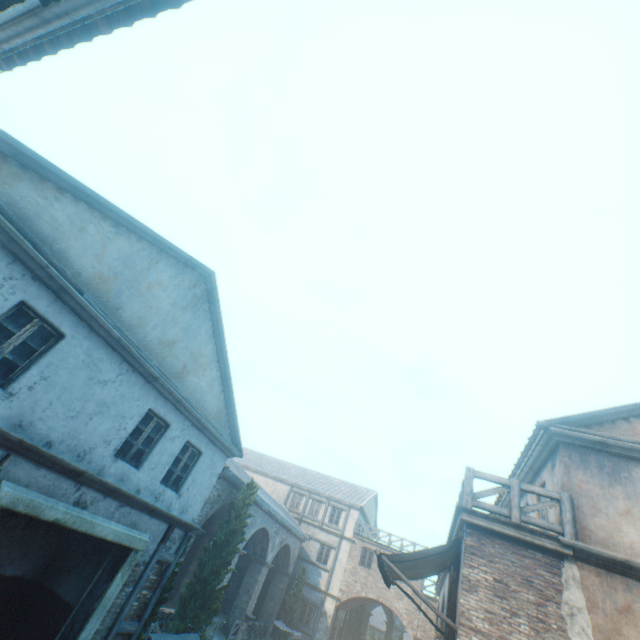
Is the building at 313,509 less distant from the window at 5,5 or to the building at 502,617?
the building at 502,617

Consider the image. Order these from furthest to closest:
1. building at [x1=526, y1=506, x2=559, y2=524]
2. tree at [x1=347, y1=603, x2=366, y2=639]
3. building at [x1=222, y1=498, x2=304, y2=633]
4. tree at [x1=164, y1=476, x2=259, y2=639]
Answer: tree at [x1=347, y1=603, x2=366, y2=639] → building at [x1=222, y1=498, x2=304, y2=633] → tree at [x1=164, y1=476, x2=259, y2=639] → building at [x1=526, y1=506, x2=559, y2=524]

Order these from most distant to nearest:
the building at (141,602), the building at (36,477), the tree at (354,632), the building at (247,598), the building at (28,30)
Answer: the tree at (354,632) → the building at (247,598) → the building at (141,602) → the building at (36,477) → the building at (28,30)

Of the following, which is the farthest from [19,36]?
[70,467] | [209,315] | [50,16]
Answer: [70,467]

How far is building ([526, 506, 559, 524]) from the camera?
7.7 meters

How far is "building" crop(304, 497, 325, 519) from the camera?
29.5 meters

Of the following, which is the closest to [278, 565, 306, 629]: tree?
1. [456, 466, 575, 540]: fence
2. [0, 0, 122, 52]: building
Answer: [0, 0, 122, 52]: building

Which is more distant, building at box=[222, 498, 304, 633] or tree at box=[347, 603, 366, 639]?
tree at box=[347, 603, 366, 639]
